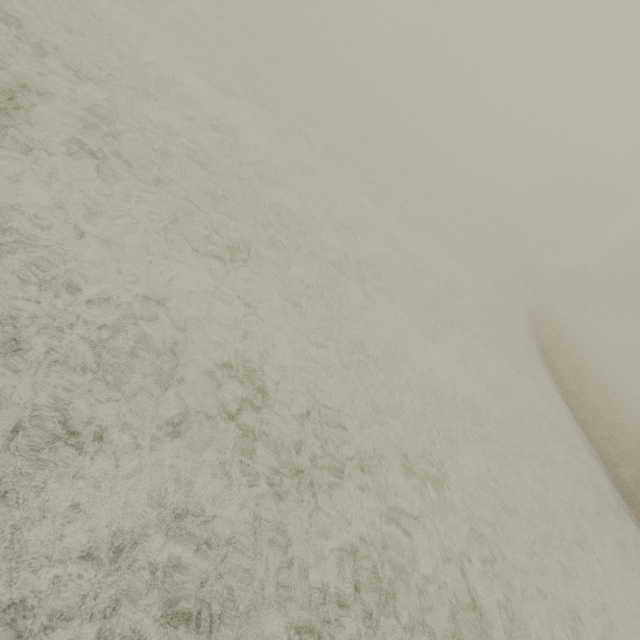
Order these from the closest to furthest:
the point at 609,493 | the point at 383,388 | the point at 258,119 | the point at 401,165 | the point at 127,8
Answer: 1. the point at 383,388
2. the point at 127,8
3. the point at 258,119
4. the point at 609,493
5. the point at 401,165
